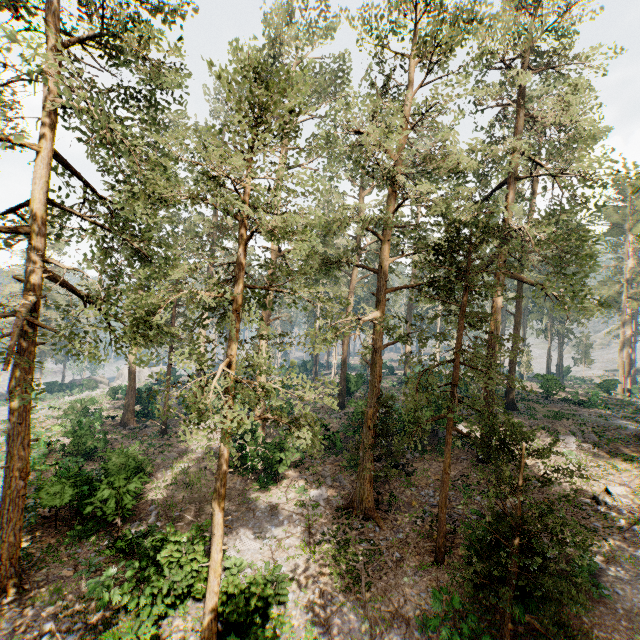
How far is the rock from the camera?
52.85m

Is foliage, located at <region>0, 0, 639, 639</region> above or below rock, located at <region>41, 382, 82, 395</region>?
above

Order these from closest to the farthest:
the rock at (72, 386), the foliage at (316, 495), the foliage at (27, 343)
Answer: the foliage at (27, 343)
the foliage at (316, 495)
the rock at (72, 386)

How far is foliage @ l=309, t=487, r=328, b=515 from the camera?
17.16m

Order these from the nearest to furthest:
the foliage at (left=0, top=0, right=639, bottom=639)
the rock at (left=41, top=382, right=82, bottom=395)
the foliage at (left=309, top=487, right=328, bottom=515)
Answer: the foliage at (left=0, top=0, right=639, bottom=639)
the foliage at (left=309, top=487, right=328, bottom=515)
the rock at (left=41, top=382, right=82, bottom=395)

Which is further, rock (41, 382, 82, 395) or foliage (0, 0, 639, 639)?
rock (41, 382, 82, 395)

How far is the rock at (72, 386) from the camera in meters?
52.9 m

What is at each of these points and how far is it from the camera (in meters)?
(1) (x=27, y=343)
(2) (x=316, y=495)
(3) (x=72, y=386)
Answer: (1) foliage, 12.17
(2) foliage, 18.34
(3) rock, 59.97
